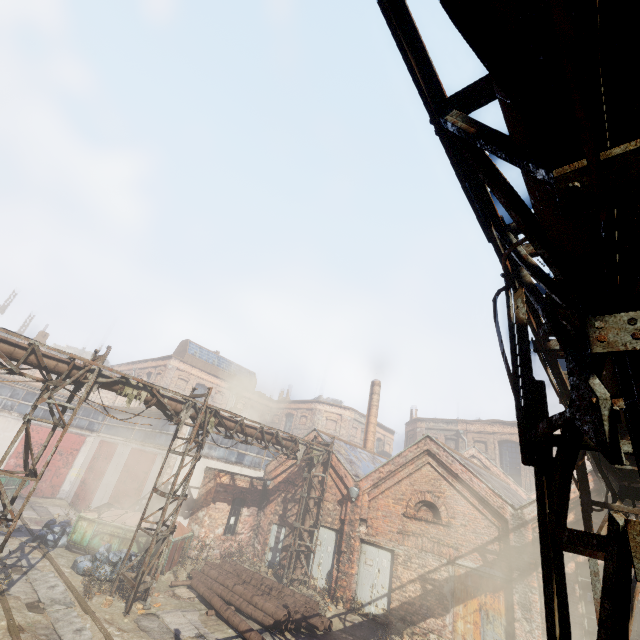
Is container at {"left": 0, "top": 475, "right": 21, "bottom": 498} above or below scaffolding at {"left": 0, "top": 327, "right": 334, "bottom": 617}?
below

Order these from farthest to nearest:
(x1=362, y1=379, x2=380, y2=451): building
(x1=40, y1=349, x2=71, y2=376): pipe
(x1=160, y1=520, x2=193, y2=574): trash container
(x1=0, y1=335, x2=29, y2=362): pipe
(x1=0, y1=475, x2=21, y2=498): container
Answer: (x1=362, y1=379, x2=380, y2=451): building
(x1=0, y1=475, x2=21, y2=498): container
(x1=160, y1=520, x2=193, y2=574): trash container
(x1=40, y1=349, x2=71, y2=376): pipe
(x1=0, y1=335, x2=29, y2=362): pipe

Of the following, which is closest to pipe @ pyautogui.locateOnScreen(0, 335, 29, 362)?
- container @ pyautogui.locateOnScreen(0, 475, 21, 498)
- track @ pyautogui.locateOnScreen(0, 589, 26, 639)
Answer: track @ pyautogui.locateOnScreen(0, 589, 26, 639)

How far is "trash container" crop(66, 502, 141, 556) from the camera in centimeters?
1349cm

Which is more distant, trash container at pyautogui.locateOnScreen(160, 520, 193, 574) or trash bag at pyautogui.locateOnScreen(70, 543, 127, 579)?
trash container at pyautogui.locateOnScreen(160, 520, 193, 574)

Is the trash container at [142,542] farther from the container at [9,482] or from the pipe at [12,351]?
the container at [9,482]

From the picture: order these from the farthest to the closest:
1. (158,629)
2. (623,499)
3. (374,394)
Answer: (374,394)
(158,629)
(623,499)

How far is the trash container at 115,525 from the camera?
13.5m
